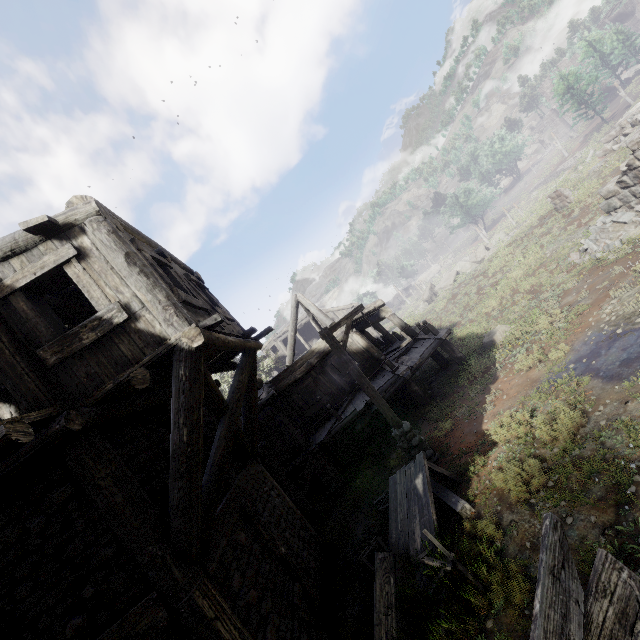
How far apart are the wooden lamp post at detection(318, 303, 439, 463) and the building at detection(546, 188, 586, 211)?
16.9m

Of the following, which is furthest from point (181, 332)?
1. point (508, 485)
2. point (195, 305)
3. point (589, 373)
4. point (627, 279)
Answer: point (627, 279)

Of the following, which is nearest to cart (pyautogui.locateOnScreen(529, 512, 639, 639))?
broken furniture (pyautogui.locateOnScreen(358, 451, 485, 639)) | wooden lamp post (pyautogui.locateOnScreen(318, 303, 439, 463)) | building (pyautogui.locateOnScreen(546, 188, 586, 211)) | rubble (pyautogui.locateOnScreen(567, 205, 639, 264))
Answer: broken furniture (pyautogui.locateOnScreen(358, 451, 485, 639))

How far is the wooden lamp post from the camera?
8.9 meters

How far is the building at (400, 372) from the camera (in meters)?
12.79

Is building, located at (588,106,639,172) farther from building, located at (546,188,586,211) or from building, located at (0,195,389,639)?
building, located at (0,195,389,639)

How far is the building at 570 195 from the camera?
18.14m

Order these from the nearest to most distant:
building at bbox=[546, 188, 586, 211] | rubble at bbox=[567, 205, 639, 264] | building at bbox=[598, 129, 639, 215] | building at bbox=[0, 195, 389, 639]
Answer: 1. building at bbox=[0, 195, 389, 639]
2. building at bbox=[598, 129, 639, 215]
3. rubble at bbox=[567, 205, 639, 264]
4. building at bbox=[546, 188, 586, 211]
